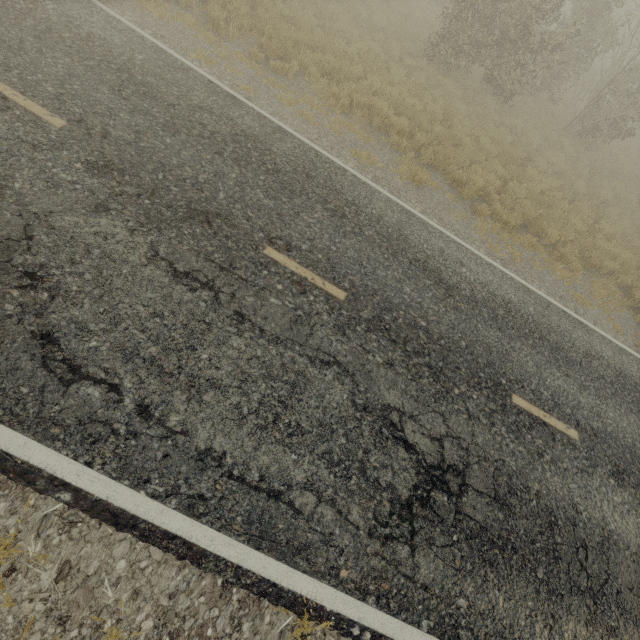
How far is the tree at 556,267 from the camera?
9.1 meters

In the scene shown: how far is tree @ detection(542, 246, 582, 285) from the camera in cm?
909

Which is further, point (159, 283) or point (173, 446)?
point (159, 283)

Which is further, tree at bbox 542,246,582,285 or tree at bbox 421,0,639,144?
tree at bbox 421,0,639,144

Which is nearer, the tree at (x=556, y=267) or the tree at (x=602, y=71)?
the tree at (x=556, y=267)

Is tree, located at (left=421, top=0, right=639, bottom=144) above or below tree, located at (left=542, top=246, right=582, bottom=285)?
above
